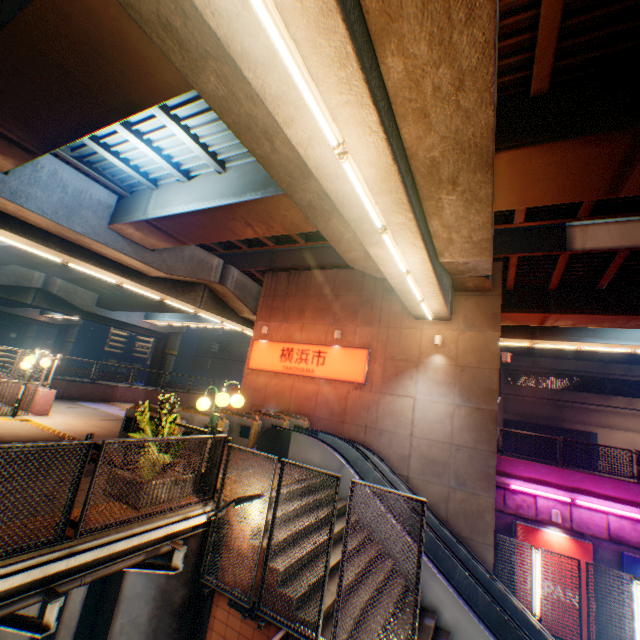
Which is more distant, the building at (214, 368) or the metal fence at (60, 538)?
the building at (214, 368)

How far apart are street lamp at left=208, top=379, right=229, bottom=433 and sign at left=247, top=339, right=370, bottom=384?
8.1 meters

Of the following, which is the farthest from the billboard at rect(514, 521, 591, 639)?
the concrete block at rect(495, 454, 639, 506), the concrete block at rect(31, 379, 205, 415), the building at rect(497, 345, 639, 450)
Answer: the building at rect(497, 345, 639, 450)

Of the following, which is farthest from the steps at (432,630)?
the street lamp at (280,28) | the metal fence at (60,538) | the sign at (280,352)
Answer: the street lamp at (280,28)

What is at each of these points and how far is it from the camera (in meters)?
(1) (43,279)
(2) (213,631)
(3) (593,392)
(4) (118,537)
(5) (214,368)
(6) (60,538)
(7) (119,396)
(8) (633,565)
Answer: (1) overpass support, 29.22
(2) steps, 5.77
(3) building, 30.91
(4) bridge, 4.59
(5) building, 52.09
(6) metal fence, 3.87
(7) concrete block, 19.19
(8) billboard, 12.07

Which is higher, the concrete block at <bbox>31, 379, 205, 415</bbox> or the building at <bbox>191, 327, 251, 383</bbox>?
the building at <bbox>191, 327, 251, 383</bbox>

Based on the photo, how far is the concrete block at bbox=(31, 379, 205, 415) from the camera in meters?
11.6

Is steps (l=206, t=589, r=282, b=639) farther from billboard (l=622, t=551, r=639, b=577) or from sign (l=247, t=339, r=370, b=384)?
billboard (l=622, t=551, r=639, b=577)
